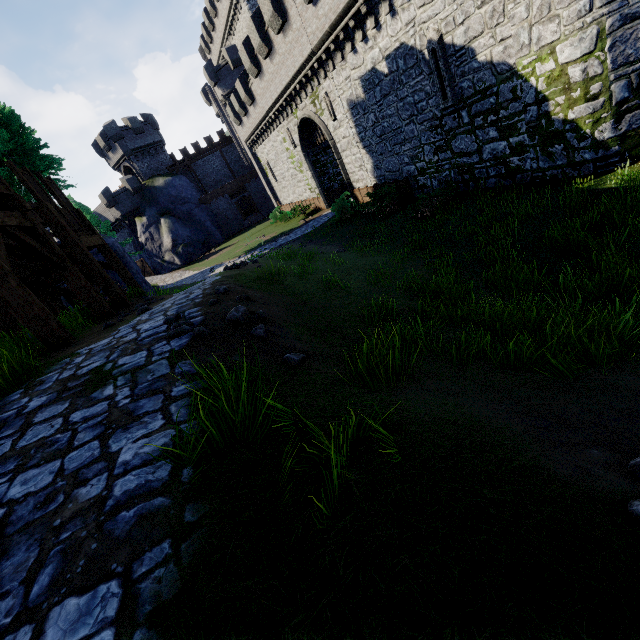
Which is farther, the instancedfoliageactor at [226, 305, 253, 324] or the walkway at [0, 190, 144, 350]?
the walkway at [0, 190, 144, 350]

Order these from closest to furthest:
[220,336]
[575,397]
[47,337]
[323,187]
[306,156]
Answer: [575,397] → [220,336] → [47,337] → [306,156] → [323,187]

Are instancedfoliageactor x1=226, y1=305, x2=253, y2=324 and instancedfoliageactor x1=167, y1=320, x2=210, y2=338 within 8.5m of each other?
yes

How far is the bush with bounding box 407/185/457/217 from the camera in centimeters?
1300cm

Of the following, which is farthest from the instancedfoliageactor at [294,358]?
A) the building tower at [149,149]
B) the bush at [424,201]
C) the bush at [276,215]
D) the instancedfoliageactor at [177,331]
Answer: the building tower at [149,149]

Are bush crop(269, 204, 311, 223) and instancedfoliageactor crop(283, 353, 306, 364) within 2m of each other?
no

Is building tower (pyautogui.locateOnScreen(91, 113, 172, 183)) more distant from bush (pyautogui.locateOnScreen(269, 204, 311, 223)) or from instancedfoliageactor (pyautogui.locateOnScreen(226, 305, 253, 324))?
instancedfoliageactor (pyautogui.locateOnScreen(226, 305, 253, 324))

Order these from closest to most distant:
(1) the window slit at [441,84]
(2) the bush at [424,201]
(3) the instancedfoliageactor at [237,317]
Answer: (3) the instancedfoliageactor at [237,317] < (1) the window slit at [441,84] < (2) the bush at [424,201]
